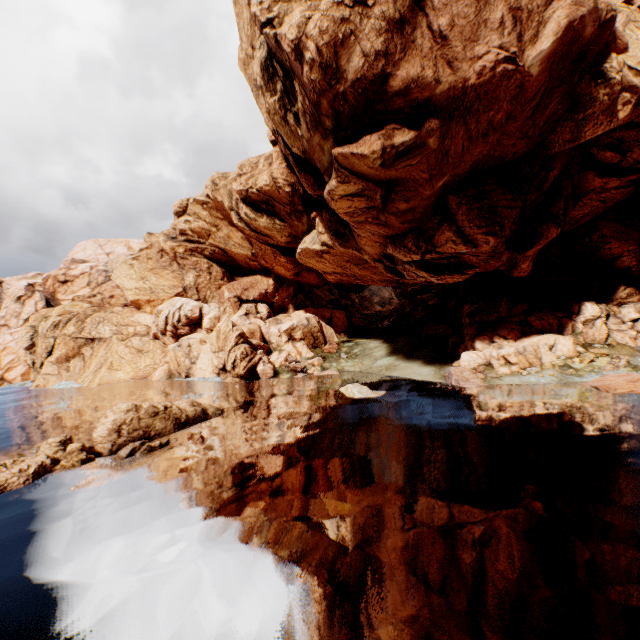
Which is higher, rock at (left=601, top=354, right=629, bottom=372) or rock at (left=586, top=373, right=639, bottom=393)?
rock at (left=601, top=354, right=629, bottom=372)

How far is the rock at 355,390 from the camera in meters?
28.4

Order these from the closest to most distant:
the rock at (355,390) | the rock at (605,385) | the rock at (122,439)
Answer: the rock at (122,439) → the rock at (605,385) → the rock at (355,390)

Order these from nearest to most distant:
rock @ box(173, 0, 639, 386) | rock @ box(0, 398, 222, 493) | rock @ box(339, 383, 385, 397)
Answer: rock @ box(0, 398, 222, 493)
rock @ box(173, 0, 639, 386)
rock @ box(339, 383, 385, 397)

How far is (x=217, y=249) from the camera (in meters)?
59.47

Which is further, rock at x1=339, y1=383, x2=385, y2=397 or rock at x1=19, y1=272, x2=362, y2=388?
rock at x1=19, y1=272, x2=362, y2=388

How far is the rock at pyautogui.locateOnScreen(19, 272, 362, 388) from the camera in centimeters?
4331cm
